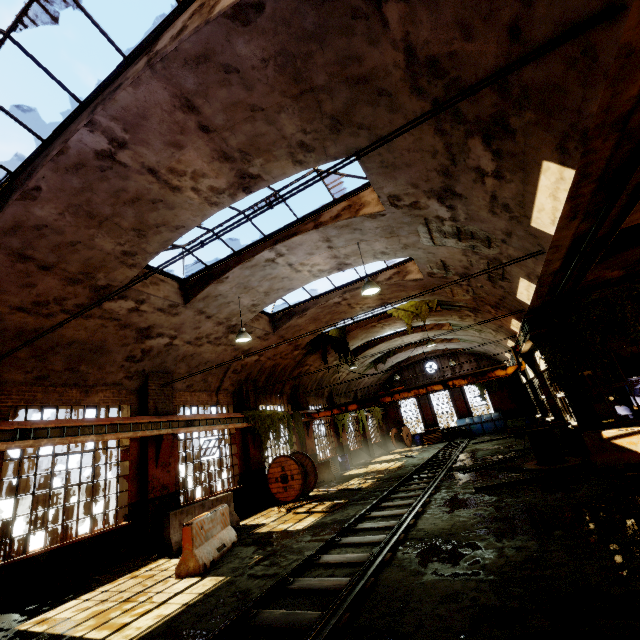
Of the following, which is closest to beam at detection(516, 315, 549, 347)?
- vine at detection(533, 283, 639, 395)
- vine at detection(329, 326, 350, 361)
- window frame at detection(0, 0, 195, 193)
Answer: vine at detection(533, 283, 639, 395)

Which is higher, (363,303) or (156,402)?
(363,303)

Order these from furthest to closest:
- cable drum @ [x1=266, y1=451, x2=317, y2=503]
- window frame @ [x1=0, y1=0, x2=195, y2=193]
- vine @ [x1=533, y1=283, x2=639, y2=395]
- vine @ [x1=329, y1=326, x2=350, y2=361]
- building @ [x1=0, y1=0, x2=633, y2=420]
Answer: vine @ [x1=329, y1=326, x2=350, y2=361]
cable drum @ [x1=266, y1=451, x2=317, y2=503]
vine @ [x1=533, y1=283, x2=639, y2=395]
window frame @ [x1=0, y1=0, x2=195, y2=193]
building @ [x1=0, y1=0, x2=633, y2=420]

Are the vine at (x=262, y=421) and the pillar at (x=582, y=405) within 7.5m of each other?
no

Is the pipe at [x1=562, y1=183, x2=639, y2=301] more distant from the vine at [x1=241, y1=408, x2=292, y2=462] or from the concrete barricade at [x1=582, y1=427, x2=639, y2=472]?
the vine at [x1=241, y1=408, x2=292, y2=462]

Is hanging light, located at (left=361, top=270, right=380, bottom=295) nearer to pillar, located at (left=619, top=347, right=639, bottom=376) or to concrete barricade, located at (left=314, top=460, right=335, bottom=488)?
concrete barricade, located at (left=314, top=460, right=335, bottom=488)

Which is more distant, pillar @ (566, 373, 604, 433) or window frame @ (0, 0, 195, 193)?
pillar @ (566, 373, 604, 433)

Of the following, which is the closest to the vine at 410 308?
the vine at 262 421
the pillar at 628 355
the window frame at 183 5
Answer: the vine at 262 421
